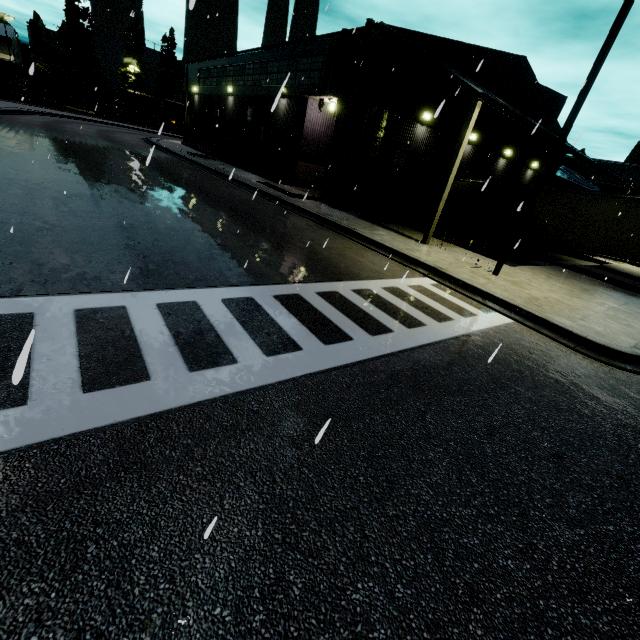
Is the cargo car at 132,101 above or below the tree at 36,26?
below

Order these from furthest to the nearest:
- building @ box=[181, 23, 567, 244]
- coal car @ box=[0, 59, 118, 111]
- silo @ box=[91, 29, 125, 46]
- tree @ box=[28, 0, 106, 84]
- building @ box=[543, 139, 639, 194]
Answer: silo @ box=[91, 29, 125, 46] < tree @ box=[28, 0, 106, 84] < coal car @ box=[0, 59, 118, 111] < building @ box=[543, 139, 639, 194] < building @ box=[181, 23, 567, 244]

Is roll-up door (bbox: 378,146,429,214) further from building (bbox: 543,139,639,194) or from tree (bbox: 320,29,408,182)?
tree (bbox: 320,29,408,182)

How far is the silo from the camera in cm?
5925

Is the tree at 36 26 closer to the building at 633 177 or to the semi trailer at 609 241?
the building at 633 177

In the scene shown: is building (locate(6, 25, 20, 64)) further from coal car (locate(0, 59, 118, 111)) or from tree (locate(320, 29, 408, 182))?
coal car (locate(0, 59, 118, 111))

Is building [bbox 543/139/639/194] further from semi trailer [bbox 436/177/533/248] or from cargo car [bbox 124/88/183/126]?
cargo car [bbox 124/88/183/126]

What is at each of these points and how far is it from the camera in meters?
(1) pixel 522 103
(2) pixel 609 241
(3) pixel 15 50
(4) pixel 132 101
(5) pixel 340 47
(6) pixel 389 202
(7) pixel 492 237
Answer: (1) building, 22.1
(2) semi trailer, 15.0
(3) building, 53.0
(4) cargo car, 55.8
(5) tree, 16.1
(6) roll-up door, 19.8
(7) semi trailer, 20.6
